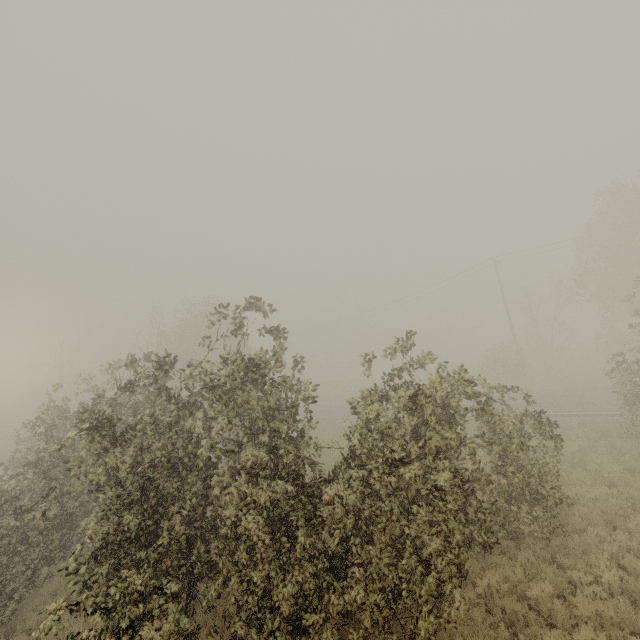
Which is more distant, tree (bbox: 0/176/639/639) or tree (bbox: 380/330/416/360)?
tree (bbox: 380/330/416/360)

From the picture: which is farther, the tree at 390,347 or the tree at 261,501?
the tree at 390,347

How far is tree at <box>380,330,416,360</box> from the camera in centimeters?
725cm

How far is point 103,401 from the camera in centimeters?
1183cm

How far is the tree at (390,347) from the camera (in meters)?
7.25
